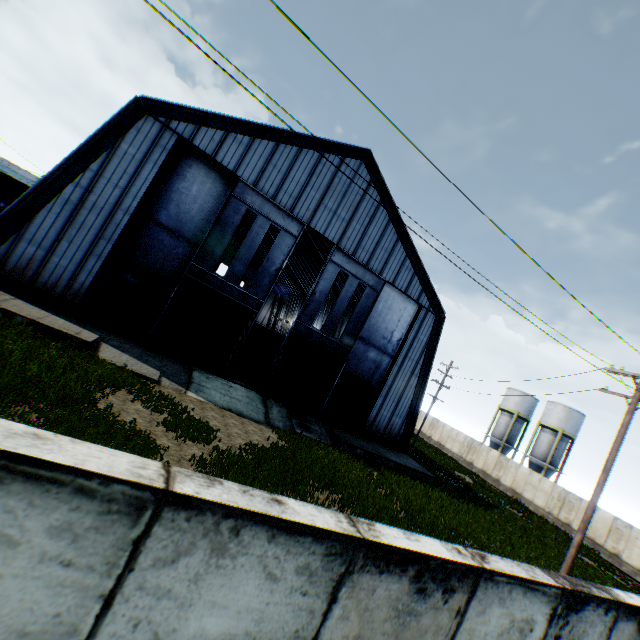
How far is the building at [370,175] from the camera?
19.9m

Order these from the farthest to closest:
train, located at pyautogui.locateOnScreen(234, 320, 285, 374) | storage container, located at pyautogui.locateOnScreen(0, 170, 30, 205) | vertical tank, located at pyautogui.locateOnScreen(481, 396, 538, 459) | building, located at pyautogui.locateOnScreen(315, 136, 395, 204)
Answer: vertical tank, located at pyautogui.locateOnScreen(481, 396, 538, 459), storage container, located at pyautogui.locateOnScreen(0, 170, 30, 205), train, located at pyautogui.locateOnScreen(234, 320, 285, 374), building, located at pyautogui.locateOnScreen(315, 136, 395, 204)

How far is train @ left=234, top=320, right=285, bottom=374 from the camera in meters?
27.2

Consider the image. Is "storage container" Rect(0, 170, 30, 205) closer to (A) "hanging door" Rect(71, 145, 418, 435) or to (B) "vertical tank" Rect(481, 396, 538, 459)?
(A) "hanging door" Rect(71, 145, 418, 435)

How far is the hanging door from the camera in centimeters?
1709cm

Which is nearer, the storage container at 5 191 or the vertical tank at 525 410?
the storage container at 5 191

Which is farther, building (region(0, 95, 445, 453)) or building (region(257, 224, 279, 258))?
building (region(257, 224, 279, 258))

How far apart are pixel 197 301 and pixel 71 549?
17.6 meters
